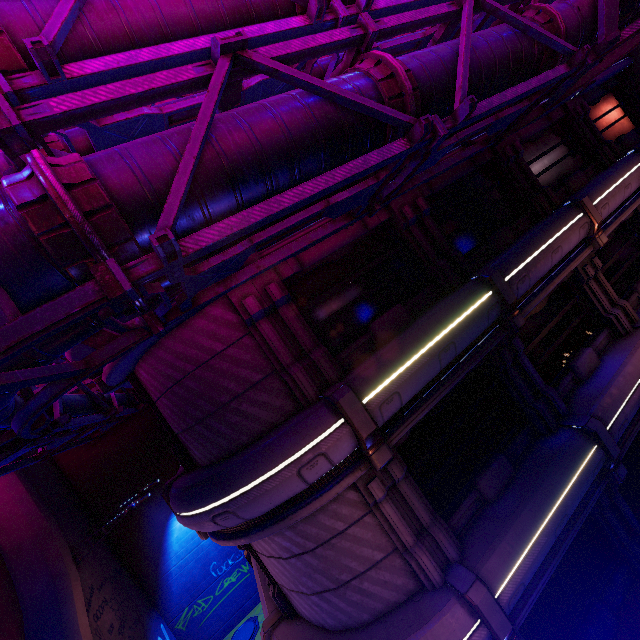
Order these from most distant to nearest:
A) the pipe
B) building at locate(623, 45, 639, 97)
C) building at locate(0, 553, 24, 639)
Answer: building at locate(623, 45, 639, 97) < building at locate(0, 553, 24, 639) < the pipe

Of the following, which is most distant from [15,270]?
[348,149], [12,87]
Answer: [348,149]

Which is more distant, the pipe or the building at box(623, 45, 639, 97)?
the building at box(623, 45, 639, 97)

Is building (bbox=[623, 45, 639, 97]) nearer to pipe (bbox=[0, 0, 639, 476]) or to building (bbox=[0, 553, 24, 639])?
pipe (bbox=[0, 0, 639, 476])

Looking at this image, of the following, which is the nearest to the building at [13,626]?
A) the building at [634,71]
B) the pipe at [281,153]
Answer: the pipe at [281,153]

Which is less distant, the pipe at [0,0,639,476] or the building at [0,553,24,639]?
the pipe at [0,0,639,476]
